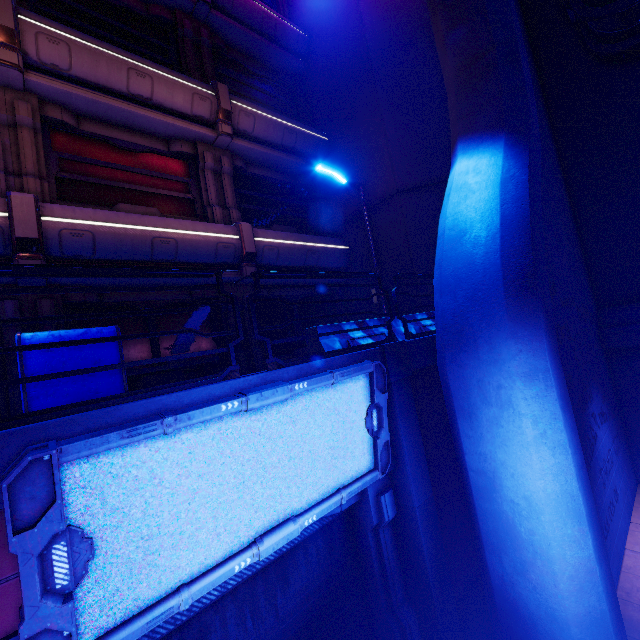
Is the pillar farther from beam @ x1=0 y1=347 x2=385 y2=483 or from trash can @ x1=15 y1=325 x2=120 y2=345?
trash can @ x1=15 y1=325 x2=120 y2=345

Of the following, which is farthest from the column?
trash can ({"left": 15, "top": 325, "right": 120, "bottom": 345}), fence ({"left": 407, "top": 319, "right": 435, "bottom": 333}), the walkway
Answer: the walkway

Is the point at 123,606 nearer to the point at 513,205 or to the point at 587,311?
the point at 513,205

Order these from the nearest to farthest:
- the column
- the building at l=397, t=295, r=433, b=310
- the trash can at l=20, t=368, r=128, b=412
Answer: the trash can at l=20, t=368, r=128, b=412
the column
the building at l=397, t=295, r=433, b=310

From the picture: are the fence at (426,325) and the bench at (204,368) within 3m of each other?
no

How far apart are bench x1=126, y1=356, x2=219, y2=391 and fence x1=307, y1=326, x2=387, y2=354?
3.75m

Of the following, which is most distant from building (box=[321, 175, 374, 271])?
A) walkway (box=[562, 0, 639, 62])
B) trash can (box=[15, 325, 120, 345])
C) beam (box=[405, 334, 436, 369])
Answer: trash can (box=[15, 325, 120, 345])

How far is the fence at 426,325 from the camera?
7.5 meters
